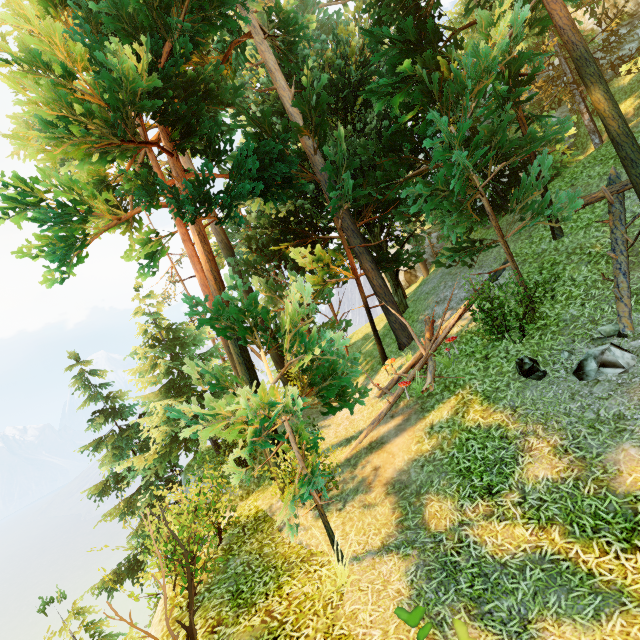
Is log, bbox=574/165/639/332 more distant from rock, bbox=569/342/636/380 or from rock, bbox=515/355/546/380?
rock, bbox=515/355/546/380

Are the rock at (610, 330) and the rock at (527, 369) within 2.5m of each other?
yes

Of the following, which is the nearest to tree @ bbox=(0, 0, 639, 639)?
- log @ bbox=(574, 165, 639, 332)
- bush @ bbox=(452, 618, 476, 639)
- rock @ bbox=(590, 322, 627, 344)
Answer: log @ bbox=(574, 165, 639, 332)

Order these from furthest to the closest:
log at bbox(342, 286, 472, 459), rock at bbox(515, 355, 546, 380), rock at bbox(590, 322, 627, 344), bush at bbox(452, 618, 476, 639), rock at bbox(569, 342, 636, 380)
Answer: log at bbox(342, 286, 472, 459) → rock at bbox(515, 355, 546, 380) → rock at bbox(590, 322, 627, 344) → rock at bbox(569, 342, 636, 380) → bush at bbox(452, 618, 476, 639)

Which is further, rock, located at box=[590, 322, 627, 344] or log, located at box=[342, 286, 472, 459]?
log, located at box=[342, 286, 472, 459]

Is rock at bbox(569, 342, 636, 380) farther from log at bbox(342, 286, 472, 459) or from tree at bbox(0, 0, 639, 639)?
log at bbox(342, 286, 472, 459)

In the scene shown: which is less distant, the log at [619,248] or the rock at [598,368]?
the rock at [598,368]

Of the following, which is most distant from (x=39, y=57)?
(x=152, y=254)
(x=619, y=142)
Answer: (x=619, y=142)
